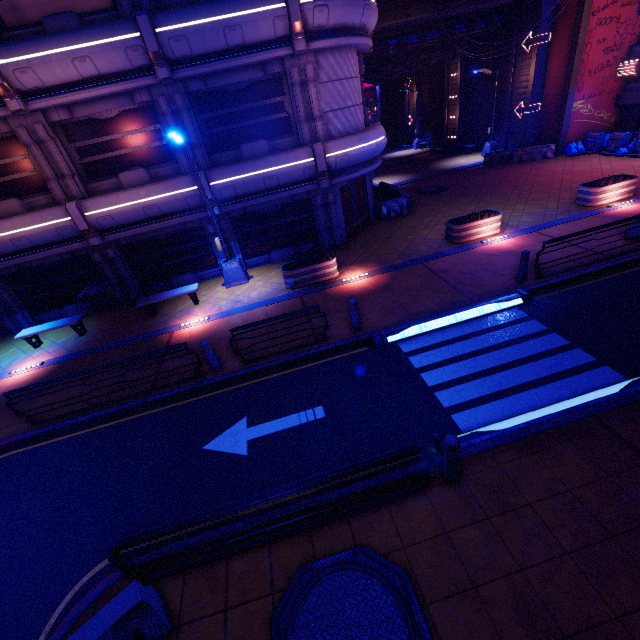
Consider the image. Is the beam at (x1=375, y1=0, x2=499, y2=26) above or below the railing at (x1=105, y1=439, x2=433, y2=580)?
above

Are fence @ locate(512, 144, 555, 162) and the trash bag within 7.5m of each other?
yes

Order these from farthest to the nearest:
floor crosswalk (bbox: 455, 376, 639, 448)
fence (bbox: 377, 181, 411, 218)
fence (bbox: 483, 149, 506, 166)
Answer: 1. fence (bbox: 483, 149, 506, 166)
2. fence (bbox: 377, 181, 411, 218)
3. floor crosswalk (bbox: 455, 376, 639, 448)

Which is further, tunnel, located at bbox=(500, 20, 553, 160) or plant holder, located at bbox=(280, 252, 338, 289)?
tunnel, located at bbox=(500, 20, 553, 160)

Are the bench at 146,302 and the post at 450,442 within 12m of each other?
yes

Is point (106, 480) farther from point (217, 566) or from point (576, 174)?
point (576, 174)

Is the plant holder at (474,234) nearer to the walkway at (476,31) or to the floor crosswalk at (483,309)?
the floor crosswalk at (483,309)

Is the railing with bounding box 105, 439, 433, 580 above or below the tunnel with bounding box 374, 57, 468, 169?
below
